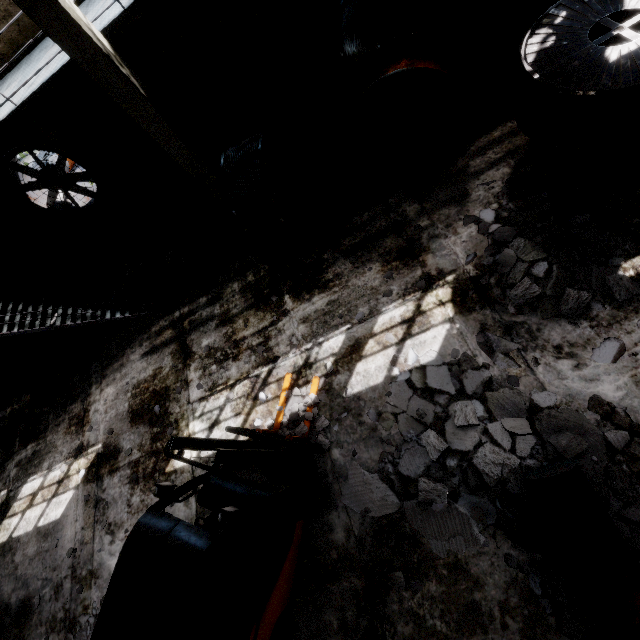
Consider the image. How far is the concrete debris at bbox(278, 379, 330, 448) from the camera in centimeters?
546cm

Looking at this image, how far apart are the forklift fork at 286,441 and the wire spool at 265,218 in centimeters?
280cm

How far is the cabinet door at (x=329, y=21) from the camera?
7.1 meters

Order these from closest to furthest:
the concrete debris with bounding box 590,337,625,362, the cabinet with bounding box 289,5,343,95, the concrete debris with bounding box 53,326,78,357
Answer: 1. the concrete debris with bounding box 590,337,625,362
2. the cabinet with bounding box 289,5,343,95
3. the concrete debris with bounding box 53,326,78,357

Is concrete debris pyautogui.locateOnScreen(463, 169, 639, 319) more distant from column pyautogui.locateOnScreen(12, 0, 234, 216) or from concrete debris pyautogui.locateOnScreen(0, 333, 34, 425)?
concrete debris pyautogui.locateOnScreen(0, 333, 34, 425)

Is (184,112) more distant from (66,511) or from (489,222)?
(66,511)

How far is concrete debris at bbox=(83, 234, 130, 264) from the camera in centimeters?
1014cm

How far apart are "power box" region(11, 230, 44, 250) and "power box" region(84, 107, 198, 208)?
3.8 meters
